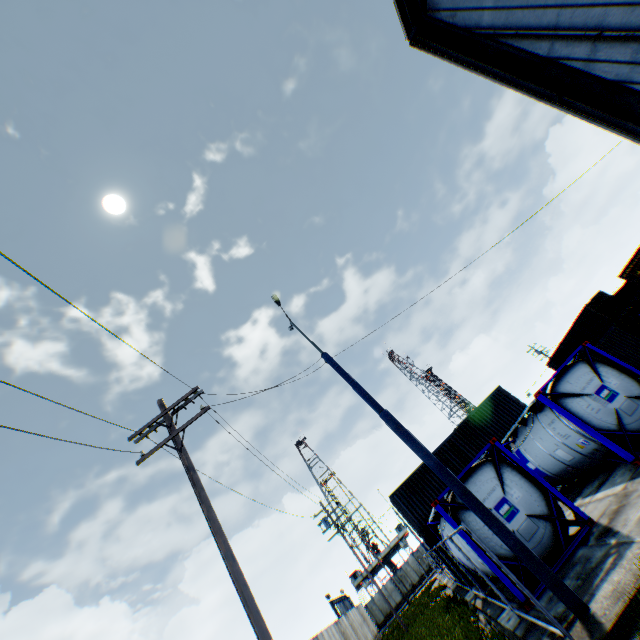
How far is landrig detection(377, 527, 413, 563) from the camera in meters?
57.8

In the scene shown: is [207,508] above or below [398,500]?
above

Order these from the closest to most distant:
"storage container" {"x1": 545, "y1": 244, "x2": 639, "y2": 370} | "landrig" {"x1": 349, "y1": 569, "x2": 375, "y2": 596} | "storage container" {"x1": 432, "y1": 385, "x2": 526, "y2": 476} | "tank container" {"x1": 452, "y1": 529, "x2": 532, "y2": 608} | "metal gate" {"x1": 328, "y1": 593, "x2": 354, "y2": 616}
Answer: "tank container" {"x1": 452, "y1": 529, "x2": 532, "y2": 608} → "storage container" {"x1": 545, "y1": 244, "x2": 639, "y2": 370} → "storage container" {"x1": 432, "y1": 385, "x2": 526, "y2": 476} → "metal gate" {"x1": 328, "y1": 593, "x2": 354, "y2": 616} → "landrig" {"x1": 349, "y1": 569, "x2": 375, "y2": 596}

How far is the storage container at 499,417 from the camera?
23.1 meters

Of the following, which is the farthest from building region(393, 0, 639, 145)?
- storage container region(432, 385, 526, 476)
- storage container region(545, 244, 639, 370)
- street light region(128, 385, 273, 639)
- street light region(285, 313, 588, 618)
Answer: A: storage container region(545, 244, 639, 370)

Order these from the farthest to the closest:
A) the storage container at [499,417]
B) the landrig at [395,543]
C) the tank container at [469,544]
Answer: the landrig at [395,543] → the storage container at [499,417] → the tank container at [469,544]

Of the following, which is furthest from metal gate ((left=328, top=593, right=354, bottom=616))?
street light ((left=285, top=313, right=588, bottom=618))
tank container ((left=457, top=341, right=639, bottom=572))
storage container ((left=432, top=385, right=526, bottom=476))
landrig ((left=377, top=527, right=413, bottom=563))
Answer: street light ((left=285, top=313, right=588, bottom=618))

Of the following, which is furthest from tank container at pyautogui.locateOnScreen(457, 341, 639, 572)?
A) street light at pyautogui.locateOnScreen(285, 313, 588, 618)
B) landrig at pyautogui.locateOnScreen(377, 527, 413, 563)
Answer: landrig at pyautogui.locateOnScreen(377, 527, 413, 563)
